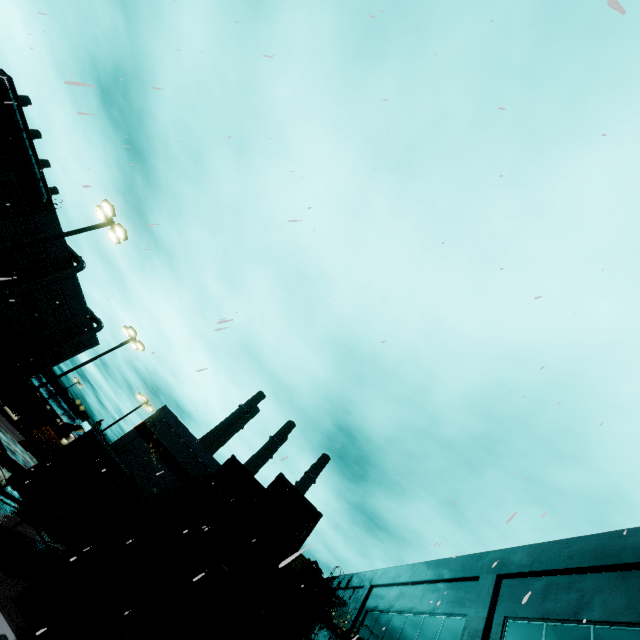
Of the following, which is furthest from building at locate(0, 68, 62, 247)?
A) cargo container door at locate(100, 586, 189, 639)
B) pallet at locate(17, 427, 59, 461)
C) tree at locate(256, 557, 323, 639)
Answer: pallet at locate(17, 427, 59, 461)

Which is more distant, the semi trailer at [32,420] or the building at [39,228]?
the semi trailer at [32,420]

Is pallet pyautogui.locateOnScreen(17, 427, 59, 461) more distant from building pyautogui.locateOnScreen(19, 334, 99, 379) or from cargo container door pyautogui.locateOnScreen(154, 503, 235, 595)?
cargo container door pyautogui.locateOnScreen(154, 503, 235, 595)

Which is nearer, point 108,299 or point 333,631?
point 108,299

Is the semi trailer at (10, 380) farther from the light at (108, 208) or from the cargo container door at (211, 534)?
the light at (108, 208)

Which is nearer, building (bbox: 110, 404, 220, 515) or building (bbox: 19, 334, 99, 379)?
building (bbox: 110, 404, 220, 515)

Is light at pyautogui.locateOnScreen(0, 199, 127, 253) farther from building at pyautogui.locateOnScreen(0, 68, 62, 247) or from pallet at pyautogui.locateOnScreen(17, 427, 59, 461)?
building at pyautogui.locateOnScreen(0, 68, 62, 247)

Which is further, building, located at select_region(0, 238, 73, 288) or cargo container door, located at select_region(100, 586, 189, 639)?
building, located at select_region(0, 238, 73, 288)
